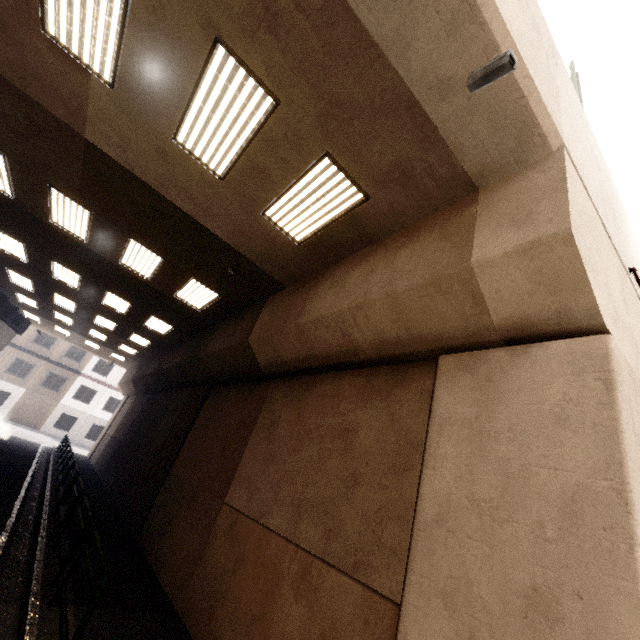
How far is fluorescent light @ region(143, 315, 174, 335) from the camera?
13.7m

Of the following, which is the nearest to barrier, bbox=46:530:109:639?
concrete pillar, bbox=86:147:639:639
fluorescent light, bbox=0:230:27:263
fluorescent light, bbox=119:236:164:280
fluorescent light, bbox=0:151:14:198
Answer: concrete pillar, bbox=86:147:639:639

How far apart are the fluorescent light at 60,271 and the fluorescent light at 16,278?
2.5 meters

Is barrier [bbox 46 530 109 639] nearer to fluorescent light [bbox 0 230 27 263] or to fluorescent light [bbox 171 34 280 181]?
fluorescent light [bbox 171 34 280 181]

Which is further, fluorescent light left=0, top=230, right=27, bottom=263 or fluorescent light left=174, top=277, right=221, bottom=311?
fluorescent light left=0, top=230, right=27, bottom=263

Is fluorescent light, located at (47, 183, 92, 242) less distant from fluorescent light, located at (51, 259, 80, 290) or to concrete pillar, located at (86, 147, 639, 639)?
fluorescent light, located at (51, 259, 80, 290)

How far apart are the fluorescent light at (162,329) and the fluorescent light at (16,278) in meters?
5.3 m

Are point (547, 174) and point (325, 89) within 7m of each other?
yes
